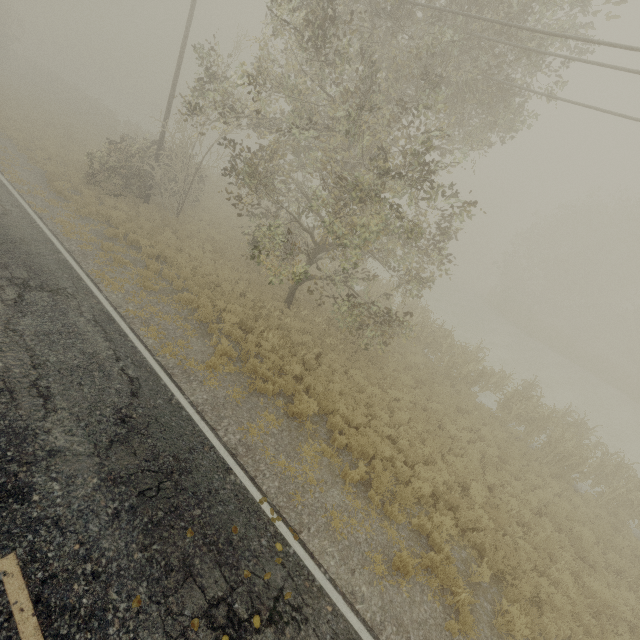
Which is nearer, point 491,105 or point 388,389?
point 491,105
